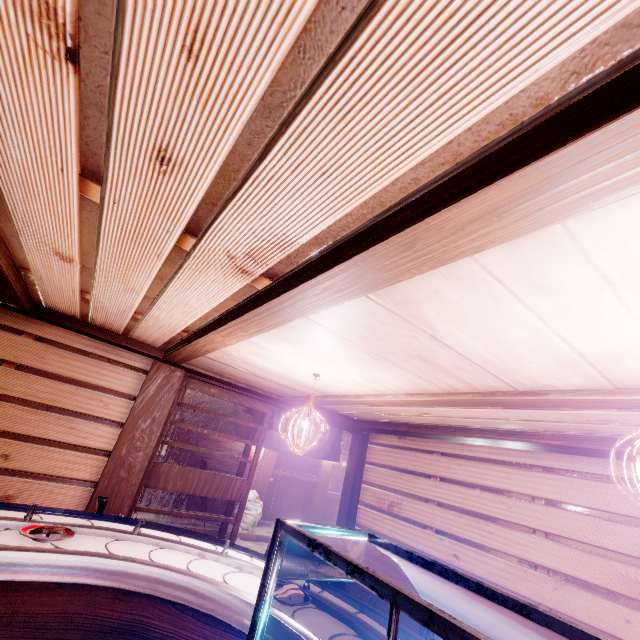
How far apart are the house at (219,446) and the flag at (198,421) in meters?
8.5

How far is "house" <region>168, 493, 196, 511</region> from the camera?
15.55m

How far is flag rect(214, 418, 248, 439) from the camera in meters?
9.3

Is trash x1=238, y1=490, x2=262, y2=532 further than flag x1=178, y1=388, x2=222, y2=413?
Yes

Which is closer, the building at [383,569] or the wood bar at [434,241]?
the wood bar at [434,241]

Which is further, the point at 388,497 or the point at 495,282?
the point at 388,497

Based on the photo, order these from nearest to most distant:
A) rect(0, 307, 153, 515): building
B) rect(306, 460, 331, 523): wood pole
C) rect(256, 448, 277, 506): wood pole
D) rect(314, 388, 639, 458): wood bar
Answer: rect(314, 388, 639, 458): wood bar → rect(0, 307, 153, 515): building → rect(256, 448, 277, 506): wood pole → rect(306, 460, 331, 523): wood pole

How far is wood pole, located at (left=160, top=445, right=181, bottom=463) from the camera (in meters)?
15.62
